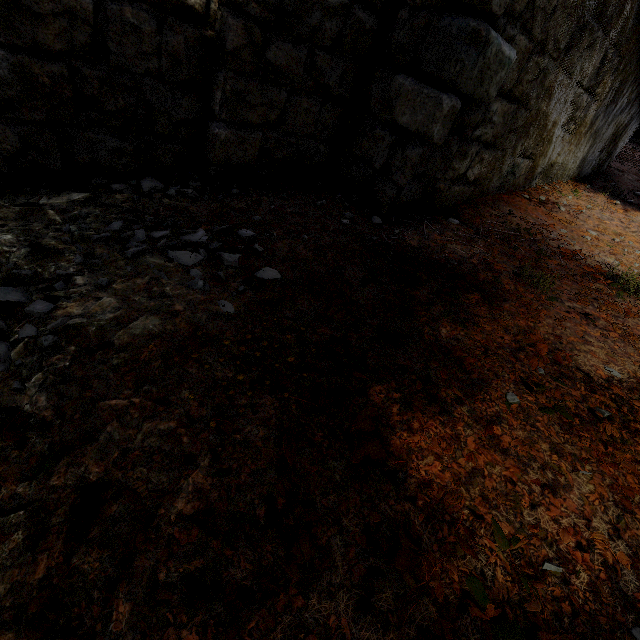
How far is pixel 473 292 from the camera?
2.3 meters
